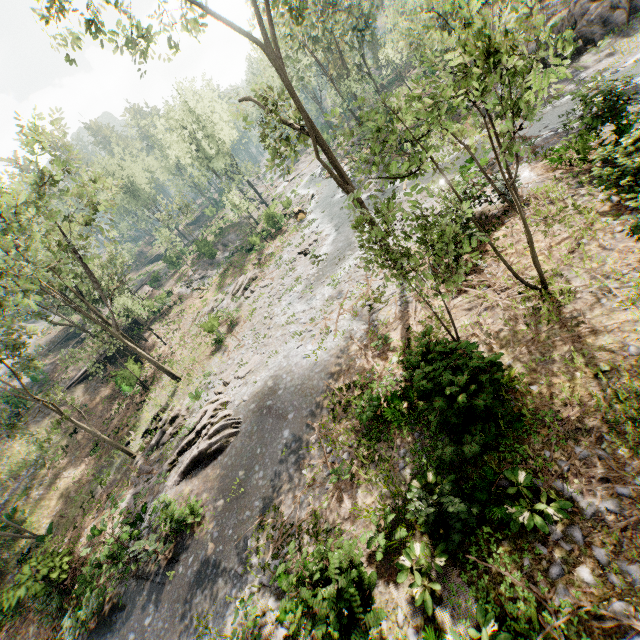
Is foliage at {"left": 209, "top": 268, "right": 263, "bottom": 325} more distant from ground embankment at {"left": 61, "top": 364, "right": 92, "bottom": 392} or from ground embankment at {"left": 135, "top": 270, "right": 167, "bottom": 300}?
ground embankment at {"left": 61, "top": 364, "right": 92, "bottom": 392}

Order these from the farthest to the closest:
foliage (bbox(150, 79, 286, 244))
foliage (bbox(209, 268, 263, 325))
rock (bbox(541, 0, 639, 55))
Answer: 1. foliage (bbox(150, 79, 286, 244))
2. foliage (bbox(209, 268, 263, 325))
3. rock (bbox(541, 0, 639, 55))

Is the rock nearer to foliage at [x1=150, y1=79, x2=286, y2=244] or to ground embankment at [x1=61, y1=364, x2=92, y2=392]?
foliage at [x1=150, y1=79, x2=286, y2=244]

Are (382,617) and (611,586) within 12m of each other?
yes

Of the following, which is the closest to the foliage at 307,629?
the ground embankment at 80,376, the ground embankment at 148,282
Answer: the ground embankment at 148,282

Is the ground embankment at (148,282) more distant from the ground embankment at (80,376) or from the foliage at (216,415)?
the ground embankment at (80,376)
